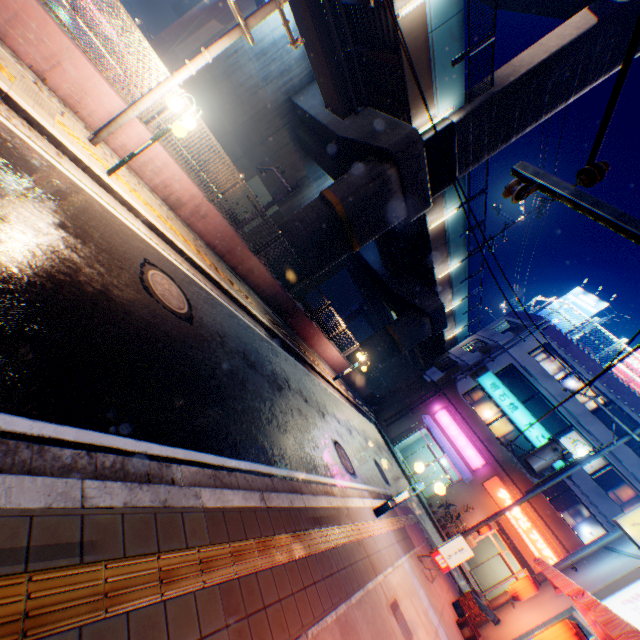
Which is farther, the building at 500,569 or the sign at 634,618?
the building at 500,569

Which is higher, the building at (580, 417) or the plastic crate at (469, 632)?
the building at (580, 417)

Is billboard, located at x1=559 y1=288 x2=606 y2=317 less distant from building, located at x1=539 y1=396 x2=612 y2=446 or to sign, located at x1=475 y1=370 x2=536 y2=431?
building, located at x1=539 y1=396 x2=612 y2=446

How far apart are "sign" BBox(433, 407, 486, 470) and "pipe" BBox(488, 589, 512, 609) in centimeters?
1145cm

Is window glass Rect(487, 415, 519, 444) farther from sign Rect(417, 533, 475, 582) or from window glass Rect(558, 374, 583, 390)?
sign Rect(417, 533, 475, 582)

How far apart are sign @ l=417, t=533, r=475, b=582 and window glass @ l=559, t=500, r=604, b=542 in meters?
14.9

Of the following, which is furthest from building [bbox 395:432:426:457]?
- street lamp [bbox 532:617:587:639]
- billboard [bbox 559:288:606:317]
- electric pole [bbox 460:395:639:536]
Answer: street lamp [bbox 532:617:587:639]

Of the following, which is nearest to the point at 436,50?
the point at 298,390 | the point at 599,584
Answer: the point at 298,390
